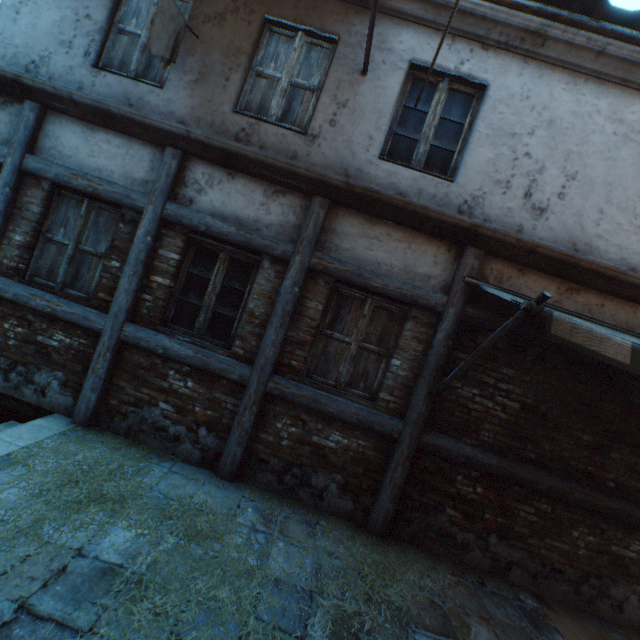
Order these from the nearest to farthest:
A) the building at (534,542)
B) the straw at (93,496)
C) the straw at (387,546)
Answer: the straw at (93,496) < the straw at (387,546) < the building at (534,542)

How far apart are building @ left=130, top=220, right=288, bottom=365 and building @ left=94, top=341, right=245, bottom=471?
0.2 meters

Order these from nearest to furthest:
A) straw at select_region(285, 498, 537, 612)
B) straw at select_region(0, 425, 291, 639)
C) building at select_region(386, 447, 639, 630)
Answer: straw at select_region(0, 425, 291, 639) < straw at select_region(285, 498, 537, 612) < building at select_region(386, 447, 639, 630)

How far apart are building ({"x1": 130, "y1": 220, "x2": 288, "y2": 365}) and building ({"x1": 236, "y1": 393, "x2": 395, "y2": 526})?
0.43m

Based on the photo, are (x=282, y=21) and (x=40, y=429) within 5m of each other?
no

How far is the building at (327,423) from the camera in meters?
4.0

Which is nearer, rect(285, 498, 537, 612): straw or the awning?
the awning

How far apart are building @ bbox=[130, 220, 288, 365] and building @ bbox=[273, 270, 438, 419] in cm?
29
